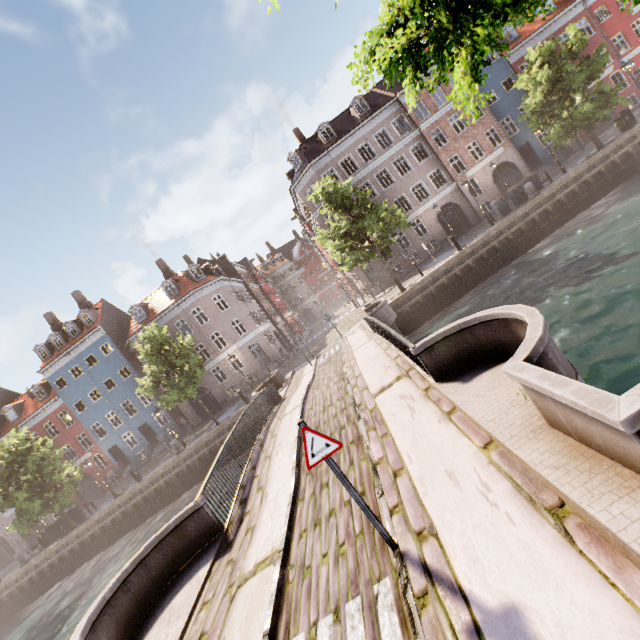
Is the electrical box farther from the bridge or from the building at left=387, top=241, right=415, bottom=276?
the bridge

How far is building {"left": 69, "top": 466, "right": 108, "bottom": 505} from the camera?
33.3 meters

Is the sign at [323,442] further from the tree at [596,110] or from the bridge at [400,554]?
the tree at [596,110]

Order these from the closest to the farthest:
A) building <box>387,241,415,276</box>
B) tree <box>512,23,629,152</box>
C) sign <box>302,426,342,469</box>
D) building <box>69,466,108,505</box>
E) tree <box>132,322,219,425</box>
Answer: sign <box>302,426,342,469</box>, tree <box>512,23,629,152</box>, tree <box>132,322,219,425</box>, building <box>387,241,415,276</box>, building <box>69,466,108,505</box>

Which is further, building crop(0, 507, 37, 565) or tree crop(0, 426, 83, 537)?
building crop(0, 507, 37, 565)

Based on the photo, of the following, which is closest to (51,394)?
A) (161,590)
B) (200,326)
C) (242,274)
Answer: (200,326)

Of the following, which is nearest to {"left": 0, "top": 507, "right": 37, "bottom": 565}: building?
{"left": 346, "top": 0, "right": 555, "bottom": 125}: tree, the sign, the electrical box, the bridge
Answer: {"left": 346, "top": 0, "right": 555, "bottom": 125}: tree

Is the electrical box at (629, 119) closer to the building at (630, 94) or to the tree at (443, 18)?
the tree at (443, 18)
